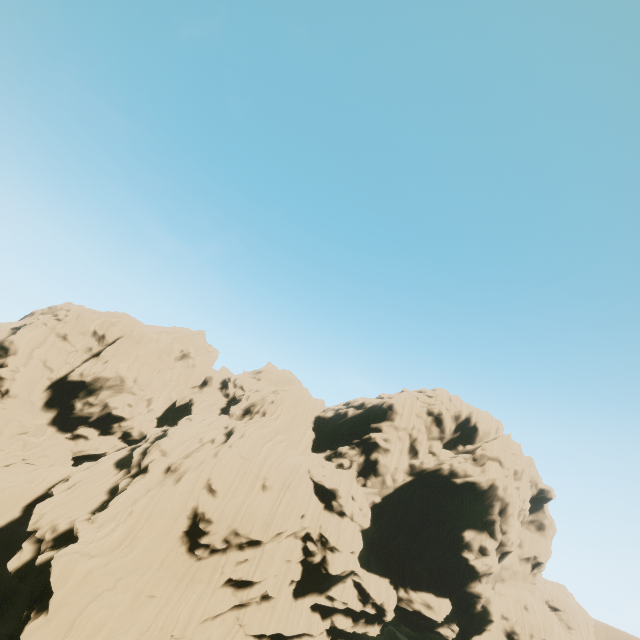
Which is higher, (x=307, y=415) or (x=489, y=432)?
(x=489, y=432)
